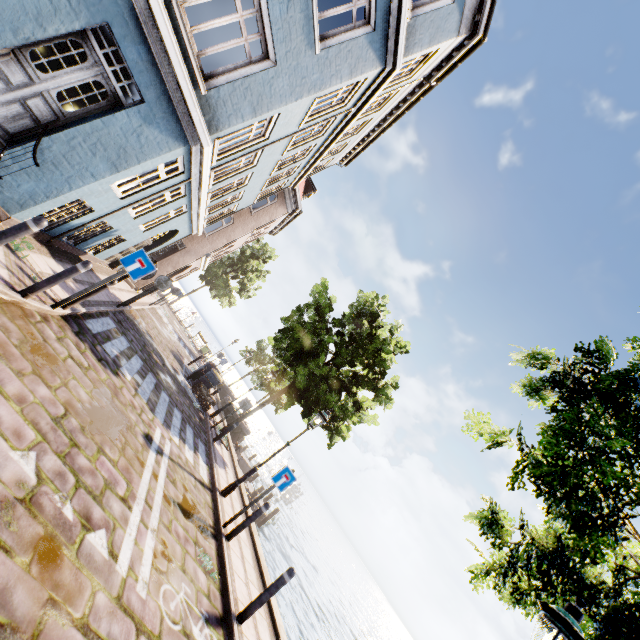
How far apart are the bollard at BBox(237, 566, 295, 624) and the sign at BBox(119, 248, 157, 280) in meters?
6.1

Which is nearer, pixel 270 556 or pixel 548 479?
pixel 548 479

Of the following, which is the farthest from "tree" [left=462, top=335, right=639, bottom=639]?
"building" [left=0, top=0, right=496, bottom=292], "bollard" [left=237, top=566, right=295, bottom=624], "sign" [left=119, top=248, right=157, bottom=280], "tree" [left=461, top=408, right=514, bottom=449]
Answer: "sign" [left=119, top=248, right=157, bottom=280]

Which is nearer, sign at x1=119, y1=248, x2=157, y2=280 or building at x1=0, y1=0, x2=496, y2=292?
building at x1=0, y1=0, x2=496, y2=292

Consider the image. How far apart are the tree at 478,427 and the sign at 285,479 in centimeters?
434cm

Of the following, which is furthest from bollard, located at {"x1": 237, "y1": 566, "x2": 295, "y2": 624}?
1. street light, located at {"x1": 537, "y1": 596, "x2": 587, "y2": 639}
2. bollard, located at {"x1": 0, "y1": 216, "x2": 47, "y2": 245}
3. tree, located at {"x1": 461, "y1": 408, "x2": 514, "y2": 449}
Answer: bollard, located at {"x1": 0, "y1": 216, "x2": 47, "y2": 245}

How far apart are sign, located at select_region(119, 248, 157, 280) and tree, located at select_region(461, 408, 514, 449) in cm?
640

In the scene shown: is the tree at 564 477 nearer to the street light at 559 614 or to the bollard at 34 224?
the street light at 559 614
